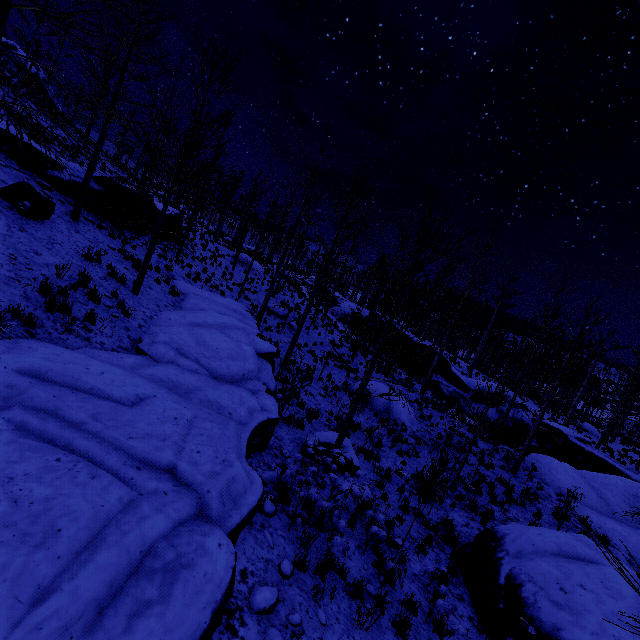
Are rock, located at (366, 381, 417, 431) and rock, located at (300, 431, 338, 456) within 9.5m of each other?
yes

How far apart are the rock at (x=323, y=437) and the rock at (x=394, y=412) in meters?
5.9

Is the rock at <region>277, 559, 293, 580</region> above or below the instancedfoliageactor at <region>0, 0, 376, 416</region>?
below

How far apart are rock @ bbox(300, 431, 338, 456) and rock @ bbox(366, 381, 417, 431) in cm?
588

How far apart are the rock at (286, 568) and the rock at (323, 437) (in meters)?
3.92

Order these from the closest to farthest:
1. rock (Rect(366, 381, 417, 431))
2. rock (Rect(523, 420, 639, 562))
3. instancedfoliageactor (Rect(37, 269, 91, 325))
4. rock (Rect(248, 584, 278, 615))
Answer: rock (Rect(248, 584, 278, 615)) → instancedfoliageactor (Rect(37, 269, 91, 325)) → rock (Rect(523, 420, 639, 562)) → rock (Rect(366, 381, 417, 431))

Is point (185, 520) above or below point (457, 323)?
below

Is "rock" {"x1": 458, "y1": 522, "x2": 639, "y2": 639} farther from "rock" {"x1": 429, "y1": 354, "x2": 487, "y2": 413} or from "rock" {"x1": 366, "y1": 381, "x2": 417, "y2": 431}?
"rock" {"x1": 429, "y1": 354, "x2": 487, "y2": 413}
